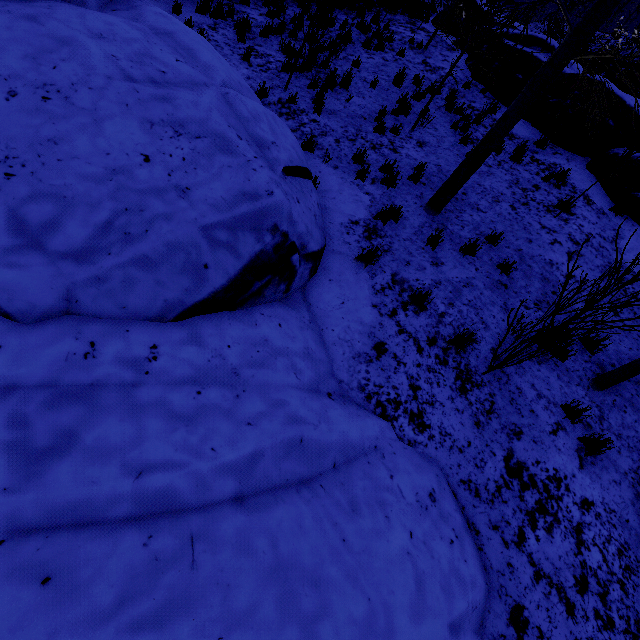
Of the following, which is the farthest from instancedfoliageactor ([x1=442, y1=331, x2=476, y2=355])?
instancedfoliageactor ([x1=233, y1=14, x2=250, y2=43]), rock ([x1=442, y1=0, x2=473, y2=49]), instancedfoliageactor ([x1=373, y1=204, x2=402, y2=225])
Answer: instancedfoliageactor ([x1=233, y1=14, x2=250, y2=43])

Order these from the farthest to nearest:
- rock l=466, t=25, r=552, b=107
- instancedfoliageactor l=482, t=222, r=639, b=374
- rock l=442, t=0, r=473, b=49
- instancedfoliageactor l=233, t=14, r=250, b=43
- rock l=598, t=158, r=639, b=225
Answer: rock l=442, t=0, r=473, b=49 < rock l=466, t=25, r=552, b=107 < instancedfoliageactor l=233, t=14, r=250, b=43 < rock l=598, t=158, r=639, b=225 < instancedfoliageactor l=482, t=222, r=639, b=374

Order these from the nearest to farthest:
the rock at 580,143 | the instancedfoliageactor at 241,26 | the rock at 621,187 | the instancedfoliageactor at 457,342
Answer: the instancedfoliageactor at 457,342, the rock at 621,187, the rock at 580,143, the instancedfoliageactor at 241,26

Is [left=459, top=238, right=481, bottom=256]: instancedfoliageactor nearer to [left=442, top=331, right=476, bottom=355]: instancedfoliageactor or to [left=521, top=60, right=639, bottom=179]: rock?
[left=442, top=331, right=476, bottom=355]: instancedfoliageactor

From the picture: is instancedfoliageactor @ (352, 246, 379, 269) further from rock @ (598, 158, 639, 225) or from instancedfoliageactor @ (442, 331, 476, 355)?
rock @ (598, 158, 639, 225)

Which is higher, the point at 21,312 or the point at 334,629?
the point at 334,629

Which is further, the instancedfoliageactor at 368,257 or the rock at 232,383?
the instancedfoliageactor at 368,257

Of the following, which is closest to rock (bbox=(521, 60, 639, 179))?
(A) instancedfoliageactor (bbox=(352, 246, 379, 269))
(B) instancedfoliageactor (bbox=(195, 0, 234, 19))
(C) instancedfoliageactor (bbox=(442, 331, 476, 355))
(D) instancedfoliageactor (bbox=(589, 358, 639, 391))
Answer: (D) instancedfoliageactor (bbox=(589, 358, 639, 391))
